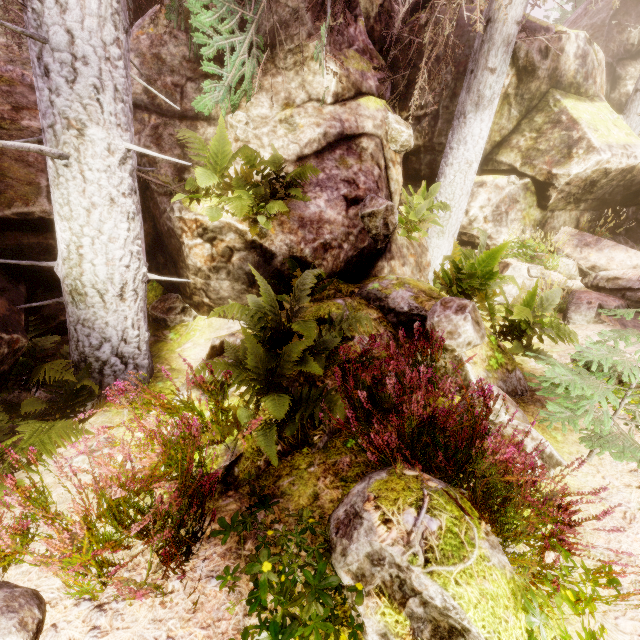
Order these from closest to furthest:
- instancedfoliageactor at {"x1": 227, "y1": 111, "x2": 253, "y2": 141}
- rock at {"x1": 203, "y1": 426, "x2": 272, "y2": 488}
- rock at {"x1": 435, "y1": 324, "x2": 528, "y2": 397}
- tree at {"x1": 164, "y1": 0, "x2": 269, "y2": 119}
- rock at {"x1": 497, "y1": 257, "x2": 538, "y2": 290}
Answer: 1. rock at {"x1": 203, "y1": 426, "x2": 272, "y2": 488}
2. rock at {"x1": 435, "y1": 324, "x2": 528, "y2": 397}
3. tree at {"x1": 164, "y1": 0, "x2": 269, "y2": 119}
4. instancedfoliageactor at {"x1": 227, "y1": 111, "x2": 253, "y2": 141}
5. rock at {"x1": 497, "y1": 257, "x2": 538, "y2": 290}

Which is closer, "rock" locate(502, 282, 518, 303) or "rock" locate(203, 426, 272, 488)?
"rock" locate(203, 426, 272, 488)

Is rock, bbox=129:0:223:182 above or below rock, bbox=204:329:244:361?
above

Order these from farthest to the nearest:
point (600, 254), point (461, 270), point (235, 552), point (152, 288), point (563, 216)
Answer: point (563, 216)
point (600, 254)
point (152, 288)
point (461, 270)
point (235, 552)

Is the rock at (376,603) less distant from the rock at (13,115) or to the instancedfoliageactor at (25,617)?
the instancedfoliageactor at (25,617)

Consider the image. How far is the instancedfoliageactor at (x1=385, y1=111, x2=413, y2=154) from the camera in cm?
650

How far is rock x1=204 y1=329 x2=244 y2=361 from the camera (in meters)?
4.39
